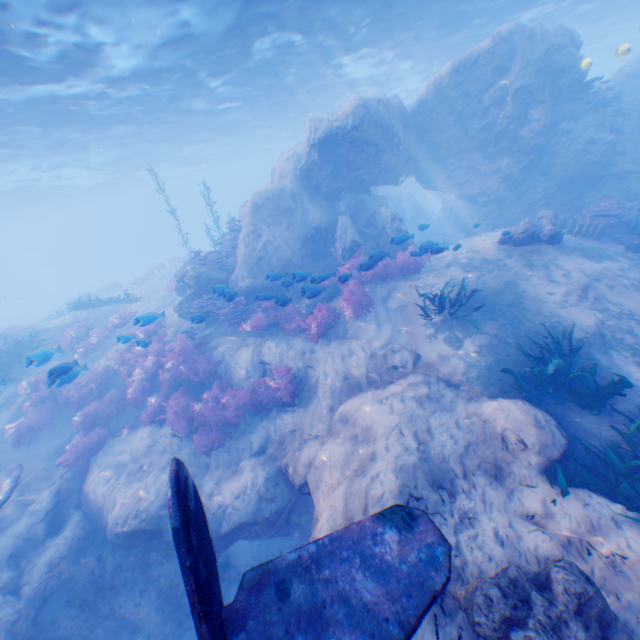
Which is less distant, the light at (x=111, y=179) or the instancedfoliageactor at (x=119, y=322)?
the instancedfoliageactor at (x=119, y=322)

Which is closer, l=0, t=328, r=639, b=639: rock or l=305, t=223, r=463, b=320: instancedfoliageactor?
l=0, t=328, r=639, b=639: rock

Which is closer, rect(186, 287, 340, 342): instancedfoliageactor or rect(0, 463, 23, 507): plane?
rect(0, 463, 23, 507): plane

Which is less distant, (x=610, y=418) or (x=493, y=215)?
(x=610, y=418)

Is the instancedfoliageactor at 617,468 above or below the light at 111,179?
below

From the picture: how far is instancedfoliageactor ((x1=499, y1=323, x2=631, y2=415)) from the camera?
6.18m

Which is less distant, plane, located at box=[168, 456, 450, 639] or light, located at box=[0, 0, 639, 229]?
plane, located at box=[168, 456, 450, 639]

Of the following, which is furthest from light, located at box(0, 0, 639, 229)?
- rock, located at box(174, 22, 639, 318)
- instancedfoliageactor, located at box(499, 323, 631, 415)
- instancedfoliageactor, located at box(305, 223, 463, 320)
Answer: instancedfoliageactor, located at box(499, 323, 631, 415)
